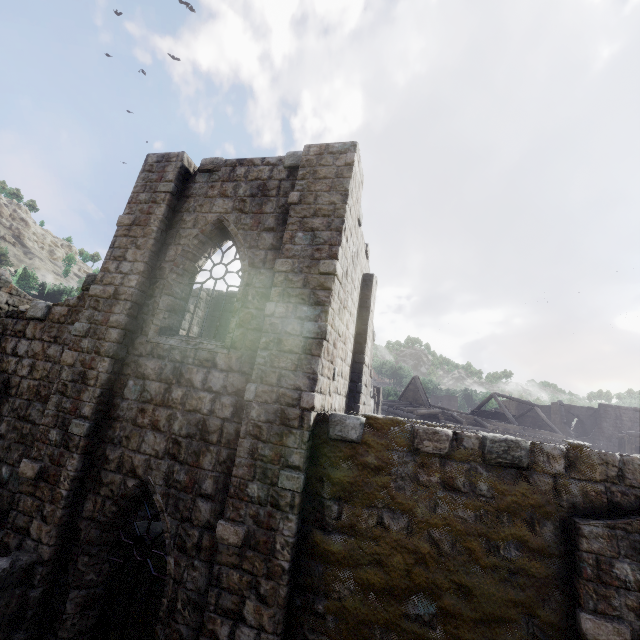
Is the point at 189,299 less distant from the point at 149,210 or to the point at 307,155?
the point at 149,210
